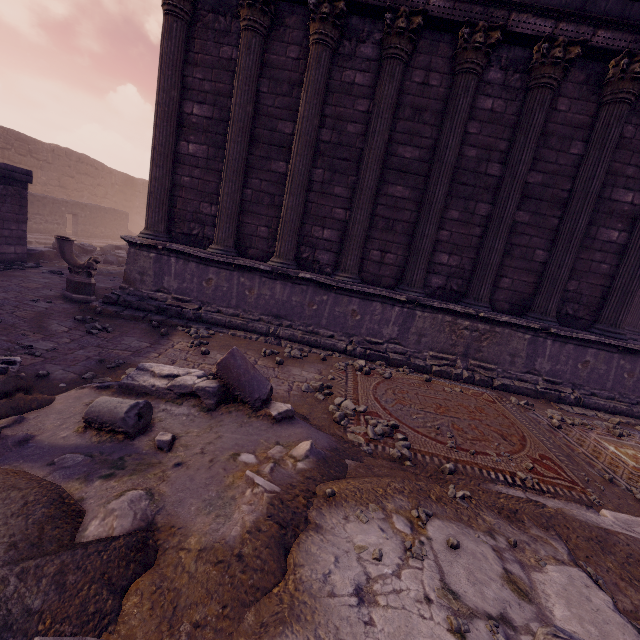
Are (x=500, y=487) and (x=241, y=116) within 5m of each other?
no

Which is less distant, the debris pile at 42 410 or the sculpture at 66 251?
the debris pile at 42 410

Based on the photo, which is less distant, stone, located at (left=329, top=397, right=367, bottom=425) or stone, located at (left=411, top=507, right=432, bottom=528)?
stone, located at (left=411, top=507, right=432, bottom=528)

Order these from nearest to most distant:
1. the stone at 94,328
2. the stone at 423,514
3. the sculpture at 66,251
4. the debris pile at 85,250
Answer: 1. the stone at 423,514
2. the stone at 94,328
3. the sculpture at 66,251
4. the debris pile at 85,250

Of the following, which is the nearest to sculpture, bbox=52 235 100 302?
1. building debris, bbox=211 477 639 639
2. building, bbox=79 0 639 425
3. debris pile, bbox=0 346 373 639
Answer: building, bbox=79 0 639 425

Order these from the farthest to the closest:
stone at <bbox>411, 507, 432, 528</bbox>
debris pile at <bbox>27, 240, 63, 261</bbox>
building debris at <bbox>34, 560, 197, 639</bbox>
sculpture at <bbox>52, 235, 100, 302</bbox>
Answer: debris pile at <bbox>27, 240, 63, 261</bbox>
sculpture at <bbox>52, 235, 100, 302</bbox>
stone at <bbox>411, 507, 432, 528</bbox>
building debris at <bbox>34, 560, 197, 639</bbox>

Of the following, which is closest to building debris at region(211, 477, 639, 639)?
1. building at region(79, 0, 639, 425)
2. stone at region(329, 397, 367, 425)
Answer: stone at region(329, 397, 367, 425)

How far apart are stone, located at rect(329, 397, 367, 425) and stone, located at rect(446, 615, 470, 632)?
1.7 meters
